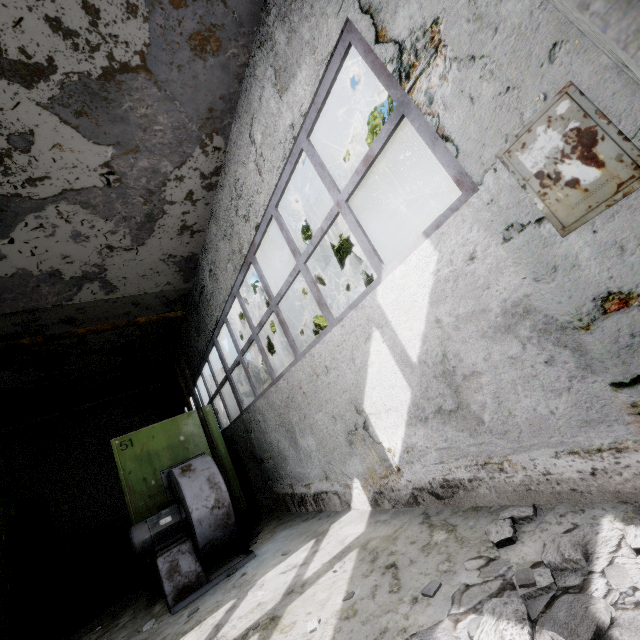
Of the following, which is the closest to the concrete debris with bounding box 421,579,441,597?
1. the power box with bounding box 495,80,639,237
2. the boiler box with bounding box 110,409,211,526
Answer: the power box with bounding box 495,80,639,237

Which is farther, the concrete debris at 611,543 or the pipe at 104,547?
the pipe at 104,547

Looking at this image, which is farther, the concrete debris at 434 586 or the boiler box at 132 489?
the boiler box at 132 489

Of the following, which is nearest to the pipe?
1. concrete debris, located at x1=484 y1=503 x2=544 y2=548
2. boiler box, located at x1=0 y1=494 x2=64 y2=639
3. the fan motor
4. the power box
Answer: boiler box, located at x1=0 y1=494 x2=64 y2=639

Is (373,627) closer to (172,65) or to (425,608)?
(425,608)

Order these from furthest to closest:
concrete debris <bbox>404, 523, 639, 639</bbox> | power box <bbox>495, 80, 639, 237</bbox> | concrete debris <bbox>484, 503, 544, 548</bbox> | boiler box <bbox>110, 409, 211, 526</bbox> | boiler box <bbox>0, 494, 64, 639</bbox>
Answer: boiler box <bbox>110, 409, 211, 526</bbox>, boiler box <bbox>0, 494, 64, 639</bbox>, concrete debris <bbox>484, 503, 544, 548</bbox>, power box <bbox>495, 80, 639, 237</bbox>, concrete debris <bbox>404, 523, 639, 639</bbox>

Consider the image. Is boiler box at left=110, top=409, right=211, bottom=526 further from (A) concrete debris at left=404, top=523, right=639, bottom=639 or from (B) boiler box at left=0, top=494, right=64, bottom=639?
(A) concrete debris at left=404, top=523, right=639, bottom=639
